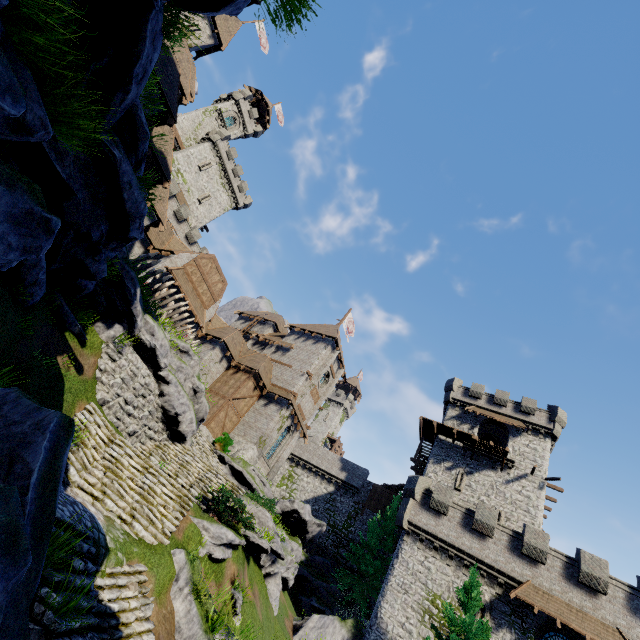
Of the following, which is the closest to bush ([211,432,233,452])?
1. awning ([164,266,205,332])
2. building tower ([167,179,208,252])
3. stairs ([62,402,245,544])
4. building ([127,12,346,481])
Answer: building ([127,12,346,481])

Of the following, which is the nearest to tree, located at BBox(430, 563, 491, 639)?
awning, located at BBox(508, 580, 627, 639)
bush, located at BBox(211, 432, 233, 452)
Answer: awning, located at BBox(508, 580, 627, 639)

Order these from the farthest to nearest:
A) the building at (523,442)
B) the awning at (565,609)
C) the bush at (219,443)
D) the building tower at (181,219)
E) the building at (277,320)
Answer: the building tower at (181,219) < the building at (523,442) < the bush at (219,443) < the building at (277,320) < the awning at (565,609)

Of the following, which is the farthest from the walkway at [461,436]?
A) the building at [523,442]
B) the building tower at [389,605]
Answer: the building tower at [389,605]

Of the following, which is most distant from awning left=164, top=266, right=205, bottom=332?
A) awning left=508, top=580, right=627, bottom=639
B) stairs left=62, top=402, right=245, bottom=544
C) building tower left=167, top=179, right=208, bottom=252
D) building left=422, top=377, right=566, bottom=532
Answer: awning left=508, top=580, right=627, bottom=639

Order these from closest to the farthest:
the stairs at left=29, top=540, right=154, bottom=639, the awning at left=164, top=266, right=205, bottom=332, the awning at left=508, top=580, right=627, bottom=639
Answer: the stairs at left=29, top=540, right=154, bottom=639 < the awning at left=508, top=580, right=627, bottom=639 < the awning at left=164, top=266, right=205, bottom=332

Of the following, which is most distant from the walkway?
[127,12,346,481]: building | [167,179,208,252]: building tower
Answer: [167,179,208,252]: building tower

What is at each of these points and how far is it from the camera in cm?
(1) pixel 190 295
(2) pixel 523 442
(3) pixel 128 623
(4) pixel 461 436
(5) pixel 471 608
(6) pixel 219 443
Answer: (1) awning, 2572
(2) building, 3203
(3) stairs, 765
(4) walkway, 3247
(5) tree, 1697
(6) bush, 2577
